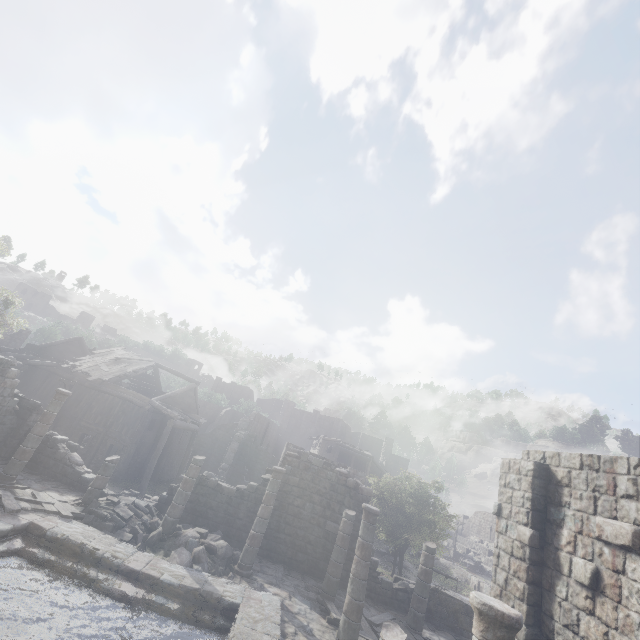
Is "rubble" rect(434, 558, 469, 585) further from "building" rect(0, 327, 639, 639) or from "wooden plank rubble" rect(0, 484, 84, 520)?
"wooden plank rubble" rect(0, 484, 84, 520)

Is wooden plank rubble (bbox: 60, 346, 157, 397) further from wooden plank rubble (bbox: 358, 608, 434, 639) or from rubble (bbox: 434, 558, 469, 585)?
rubble (bbox: 434, 558, 469, 585)

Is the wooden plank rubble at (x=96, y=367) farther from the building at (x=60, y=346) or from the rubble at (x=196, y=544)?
the rubble at (x=196, y=544)

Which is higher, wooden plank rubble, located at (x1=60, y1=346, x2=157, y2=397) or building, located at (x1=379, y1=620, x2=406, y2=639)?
wooden plank rubble, located at (x1=60, y1=346, x2=157, y2=397)

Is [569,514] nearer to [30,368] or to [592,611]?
[592,611]

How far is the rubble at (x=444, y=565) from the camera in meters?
35.3

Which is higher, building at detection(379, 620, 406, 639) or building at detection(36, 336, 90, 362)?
building at detection(36, 336, 90, 362)

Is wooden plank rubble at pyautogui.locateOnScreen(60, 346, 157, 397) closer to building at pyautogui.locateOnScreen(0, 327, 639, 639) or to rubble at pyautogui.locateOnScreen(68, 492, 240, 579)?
building at pyautogui.locateOnScreen(0, 327, 639, 639)
